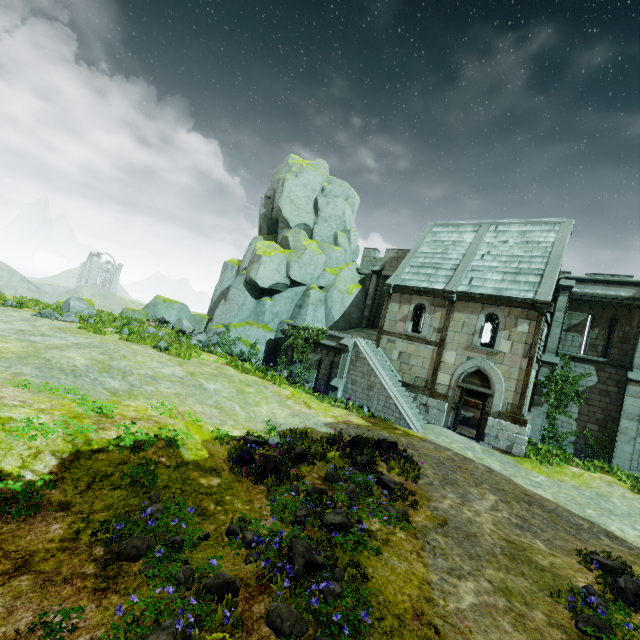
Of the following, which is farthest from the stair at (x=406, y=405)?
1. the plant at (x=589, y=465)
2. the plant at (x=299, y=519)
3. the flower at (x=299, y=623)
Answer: the flower at (x=299, y=623)

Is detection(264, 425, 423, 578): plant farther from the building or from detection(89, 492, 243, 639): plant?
the building

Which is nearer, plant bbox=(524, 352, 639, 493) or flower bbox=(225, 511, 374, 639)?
flower bbox=(225, 511, 374, 639)

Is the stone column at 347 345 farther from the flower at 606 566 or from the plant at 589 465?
the flower at 606 566

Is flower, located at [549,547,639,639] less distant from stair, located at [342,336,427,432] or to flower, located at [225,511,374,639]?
flower, located at [225,511,374,639]

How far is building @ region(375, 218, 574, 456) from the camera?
15.80m

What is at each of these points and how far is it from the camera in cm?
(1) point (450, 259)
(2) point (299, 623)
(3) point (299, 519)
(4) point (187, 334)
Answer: (1) building, 2031
(2) flower, 409
(3) plant, 625
(4) plant, 2152

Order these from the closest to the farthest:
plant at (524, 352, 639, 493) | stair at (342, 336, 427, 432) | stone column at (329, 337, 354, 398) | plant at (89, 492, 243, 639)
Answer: plant at (89, 492, 243, 639) < plant at (524, 352, 639, 493) < stair at (342, 336, 427, 432) < stone column at (329, 337, 354, 398)
